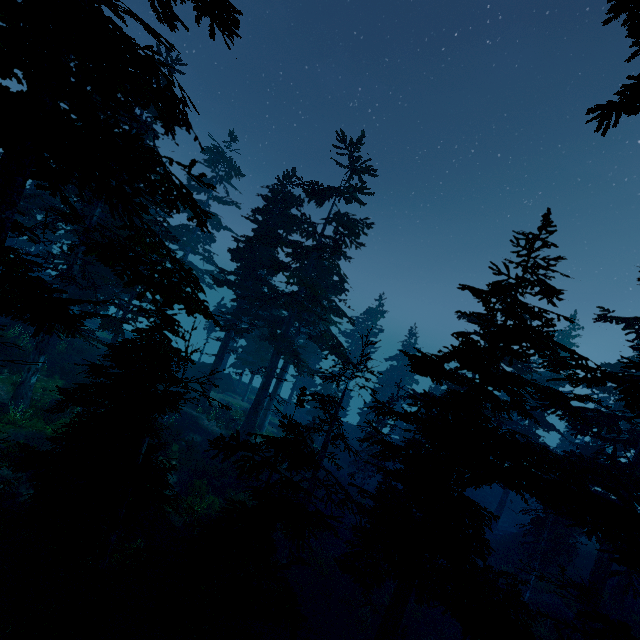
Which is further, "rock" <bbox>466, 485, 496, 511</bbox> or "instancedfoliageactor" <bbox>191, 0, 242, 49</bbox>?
"rock" <bbox>466, 485, 496, 511</bbox>

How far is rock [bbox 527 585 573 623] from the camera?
19.8 meters

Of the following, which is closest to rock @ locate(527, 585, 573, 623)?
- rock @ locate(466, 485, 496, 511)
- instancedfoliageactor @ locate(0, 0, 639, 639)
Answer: instancedfoliageactor @ locate(0, 0, 639, 639)

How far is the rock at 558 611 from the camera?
19.8 meters

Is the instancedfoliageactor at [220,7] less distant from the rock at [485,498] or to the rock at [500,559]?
the rock at [500,559]

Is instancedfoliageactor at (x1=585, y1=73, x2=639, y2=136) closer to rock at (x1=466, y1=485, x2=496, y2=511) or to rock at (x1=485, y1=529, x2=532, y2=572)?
rock at (x1=485, y1=529, x2=532, y2=572)

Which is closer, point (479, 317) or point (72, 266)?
point (479, 317)
